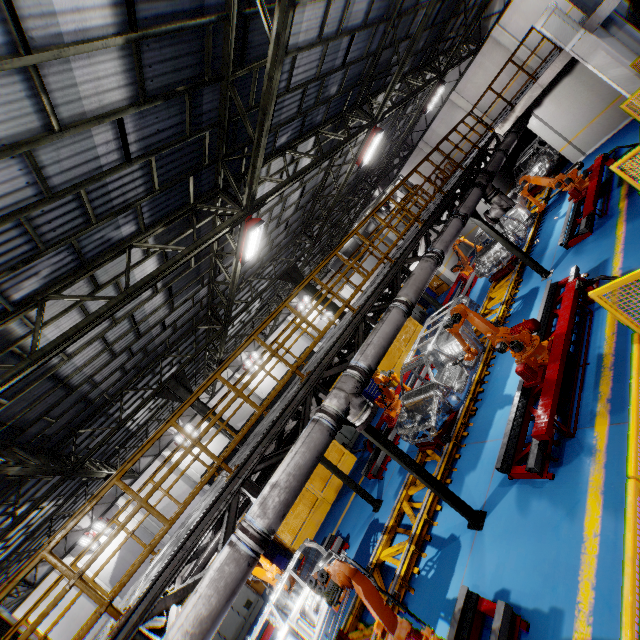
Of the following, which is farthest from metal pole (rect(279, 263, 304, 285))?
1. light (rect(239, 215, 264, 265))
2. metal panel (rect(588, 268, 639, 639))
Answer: light (rect(239, 215, 264, 265))

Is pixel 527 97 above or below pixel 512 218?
above

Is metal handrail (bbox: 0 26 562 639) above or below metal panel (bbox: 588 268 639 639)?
above

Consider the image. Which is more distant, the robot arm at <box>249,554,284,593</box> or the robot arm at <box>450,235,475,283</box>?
the robot arm at <box>450,235,475,283</box>

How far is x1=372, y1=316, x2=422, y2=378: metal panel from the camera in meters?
15.7 m

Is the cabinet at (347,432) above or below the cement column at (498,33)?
below

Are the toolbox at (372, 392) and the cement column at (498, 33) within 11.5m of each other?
no

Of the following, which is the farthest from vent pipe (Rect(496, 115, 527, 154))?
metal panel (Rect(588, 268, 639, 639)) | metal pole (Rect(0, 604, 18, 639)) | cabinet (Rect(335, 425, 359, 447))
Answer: cabinet (Rect(335, 425, 359, 447))
